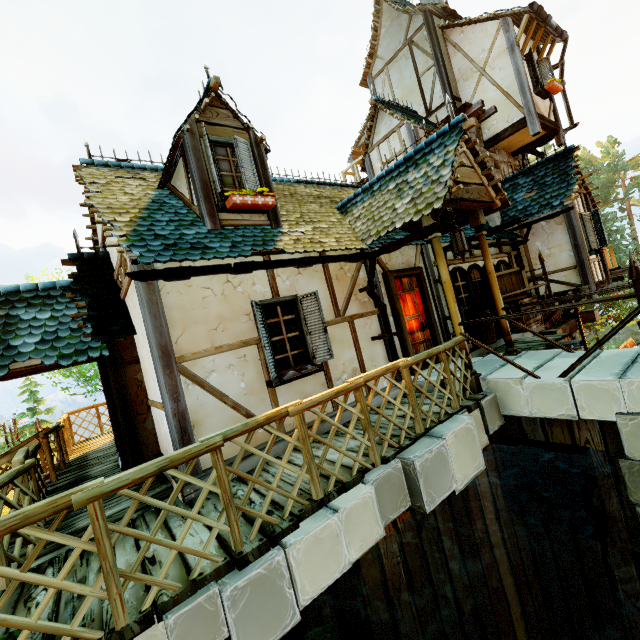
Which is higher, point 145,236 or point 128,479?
point 145,236

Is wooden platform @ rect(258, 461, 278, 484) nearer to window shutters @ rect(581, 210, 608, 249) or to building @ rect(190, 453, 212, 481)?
building @ rect(190, 453, 212, 481)

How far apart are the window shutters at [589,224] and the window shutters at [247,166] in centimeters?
992cm

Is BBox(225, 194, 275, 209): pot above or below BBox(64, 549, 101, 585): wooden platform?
above

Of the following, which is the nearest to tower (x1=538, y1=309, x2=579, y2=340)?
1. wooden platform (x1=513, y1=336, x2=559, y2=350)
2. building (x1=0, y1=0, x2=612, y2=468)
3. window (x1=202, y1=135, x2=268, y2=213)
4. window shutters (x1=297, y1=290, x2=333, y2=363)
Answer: building (x1=0, y1=0, x2=612, y2=468)

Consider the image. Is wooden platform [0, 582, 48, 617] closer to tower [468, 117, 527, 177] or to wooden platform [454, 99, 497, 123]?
tower [468, 117, 527, 177]

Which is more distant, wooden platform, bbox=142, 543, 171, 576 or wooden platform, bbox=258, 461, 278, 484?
wooden platform, bbox=258, 461, 278, 484

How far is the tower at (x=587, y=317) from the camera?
12.09m
